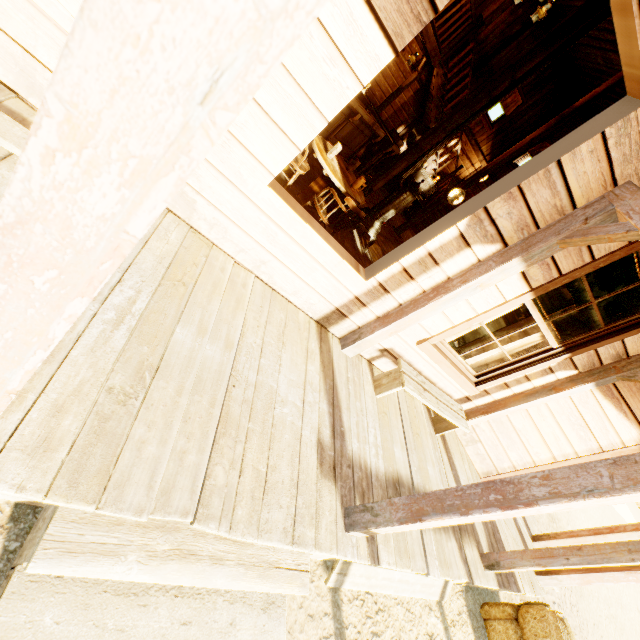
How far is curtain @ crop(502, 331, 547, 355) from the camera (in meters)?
4.01

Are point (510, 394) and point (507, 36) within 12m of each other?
yes

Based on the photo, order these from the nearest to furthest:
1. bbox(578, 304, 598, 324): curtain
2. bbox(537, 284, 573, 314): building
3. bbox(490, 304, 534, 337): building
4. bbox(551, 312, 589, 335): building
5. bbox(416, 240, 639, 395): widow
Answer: bbox(416, 240, 639, 395): widow < bbox(578, 304, 598, 324): curtain < bbox(551, 312, 589, 335): building < bbox(537, 284, 573, 314): building < bbox(490, 304, 534, 337): building

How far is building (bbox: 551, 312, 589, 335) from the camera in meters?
4.8

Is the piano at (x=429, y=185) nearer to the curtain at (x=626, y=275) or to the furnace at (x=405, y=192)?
the furnace at (x=405, y=192)

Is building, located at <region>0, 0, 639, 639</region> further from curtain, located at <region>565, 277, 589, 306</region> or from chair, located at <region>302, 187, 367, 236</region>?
chair, located at <region>302, 187, 367, 236</region>

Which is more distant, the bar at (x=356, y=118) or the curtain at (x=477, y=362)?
the bar at (x=356, y=118)

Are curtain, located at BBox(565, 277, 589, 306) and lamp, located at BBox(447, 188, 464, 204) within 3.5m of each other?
no
